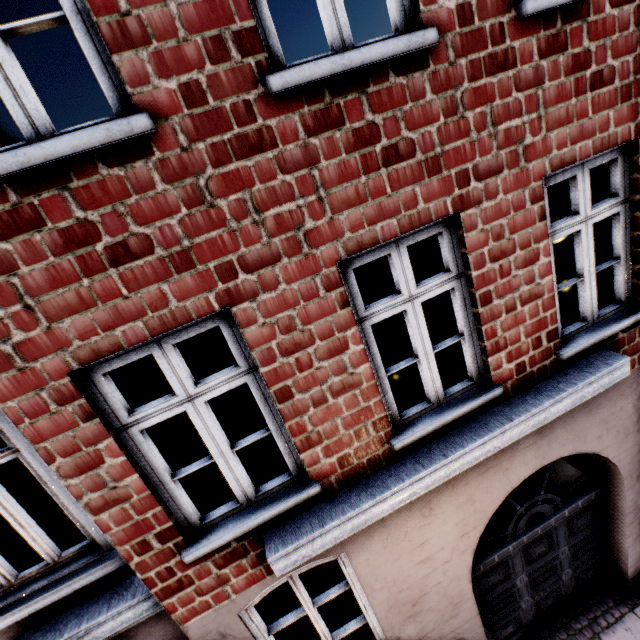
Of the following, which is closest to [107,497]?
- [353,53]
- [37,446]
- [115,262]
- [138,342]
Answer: [37,446]
